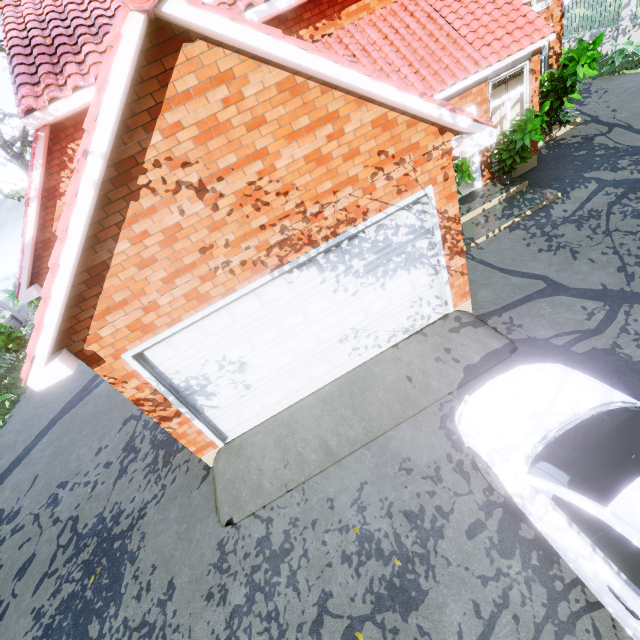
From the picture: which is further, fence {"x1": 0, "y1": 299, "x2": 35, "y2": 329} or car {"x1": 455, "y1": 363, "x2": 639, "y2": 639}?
fence {"x1": 0, "y1": 299, "x2": 35, "y2": 329}

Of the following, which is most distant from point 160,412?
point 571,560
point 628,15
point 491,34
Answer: point 628,15

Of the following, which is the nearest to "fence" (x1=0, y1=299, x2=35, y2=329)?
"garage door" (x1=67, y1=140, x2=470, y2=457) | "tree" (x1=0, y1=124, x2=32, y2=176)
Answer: "tree" (x1=0, y1=124, x2=32, y2=176)

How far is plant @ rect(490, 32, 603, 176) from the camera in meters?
7.9 m

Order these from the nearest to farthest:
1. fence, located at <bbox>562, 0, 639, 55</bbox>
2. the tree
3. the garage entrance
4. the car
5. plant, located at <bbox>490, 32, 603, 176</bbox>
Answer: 1. the car
2. the garage entrance
3. plant, located at <bbox>490, 32, 603, 176</bbox>
4. the tree
5. fence, located at <bbox>562, 0, 639, 55</bbox>

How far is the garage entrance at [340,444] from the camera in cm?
531

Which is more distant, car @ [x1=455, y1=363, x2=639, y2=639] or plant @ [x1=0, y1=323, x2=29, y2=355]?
plant @ [x1=0, y1=323, x2=29, y2=355]

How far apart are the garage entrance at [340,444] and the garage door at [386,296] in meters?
0.0 m
